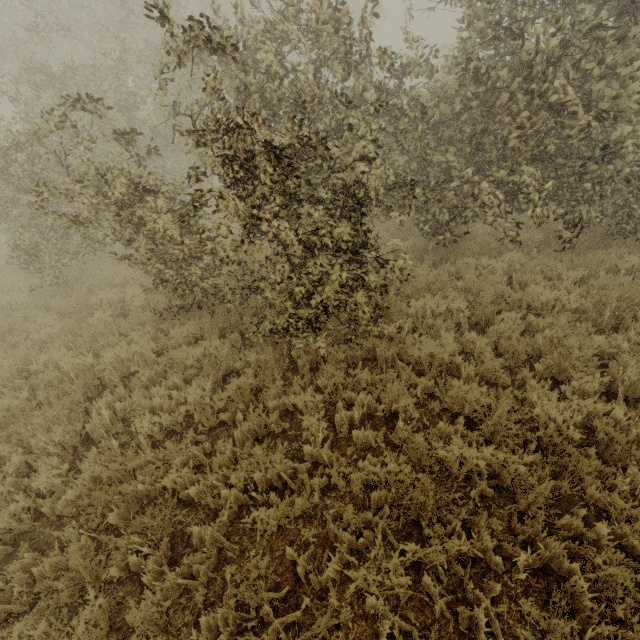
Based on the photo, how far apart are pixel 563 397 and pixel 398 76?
6.4 meters
